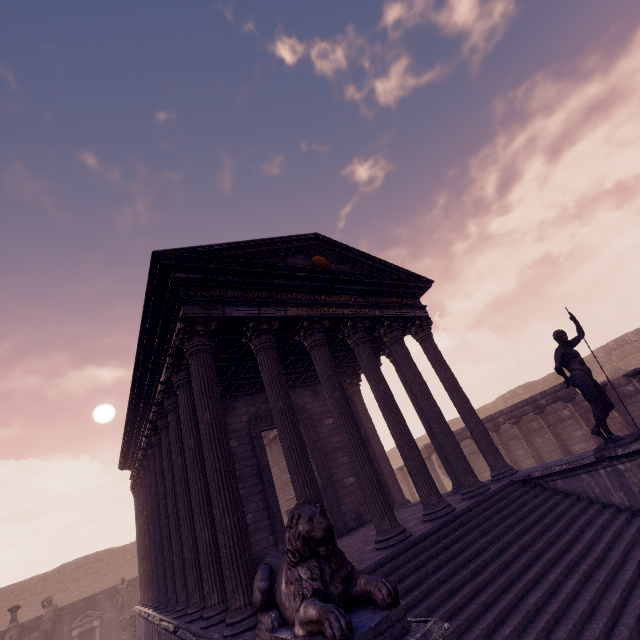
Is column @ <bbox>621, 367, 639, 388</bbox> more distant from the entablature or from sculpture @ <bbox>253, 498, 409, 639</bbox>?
sculpture @ <bbox>253, 498, 409, 639</bbox>

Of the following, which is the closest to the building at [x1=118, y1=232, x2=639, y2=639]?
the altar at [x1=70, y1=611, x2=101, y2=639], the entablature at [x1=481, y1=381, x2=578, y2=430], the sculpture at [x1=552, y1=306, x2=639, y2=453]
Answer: the sculpture at [x1=552, y1=306, x2=639, y2=453]

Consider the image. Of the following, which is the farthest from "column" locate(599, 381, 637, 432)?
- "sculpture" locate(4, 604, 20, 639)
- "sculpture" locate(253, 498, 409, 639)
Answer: "sculpture" locate(4, 604, 20, 639)

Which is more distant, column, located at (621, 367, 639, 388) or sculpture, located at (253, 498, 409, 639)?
column, located at (621, 367, 639, 388)

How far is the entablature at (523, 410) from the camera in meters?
11.9 m

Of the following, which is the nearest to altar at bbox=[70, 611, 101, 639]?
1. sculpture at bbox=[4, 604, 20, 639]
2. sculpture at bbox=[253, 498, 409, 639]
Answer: sculpture at bbox=[4, 604, 20, 639]

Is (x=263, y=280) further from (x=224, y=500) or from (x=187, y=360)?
(x=224, y=500)

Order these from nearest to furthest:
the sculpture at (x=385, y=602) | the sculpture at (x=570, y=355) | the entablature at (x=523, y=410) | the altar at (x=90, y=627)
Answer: the sculpture at (x=385, y=602)
the sculpture at (x=570, y=355)
the entablature at (x=523, y=410)
the altar at (x=90, y=627)
